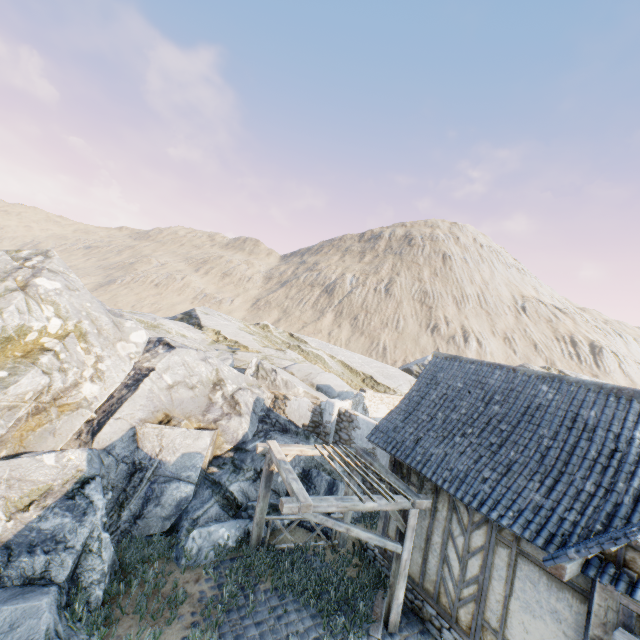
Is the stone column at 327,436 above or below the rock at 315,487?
above

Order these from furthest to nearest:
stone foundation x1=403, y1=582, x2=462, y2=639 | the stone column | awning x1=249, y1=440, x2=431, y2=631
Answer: the stone column → stone foundation x1=403, y1=582, x2=462, y2=639 → awning x1=249, y1=440, x2=431, y2=631

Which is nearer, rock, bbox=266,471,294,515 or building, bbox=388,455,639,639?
building, bbox=388,455,639,639

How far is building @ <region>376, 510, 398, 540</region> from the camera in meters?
9.0 m

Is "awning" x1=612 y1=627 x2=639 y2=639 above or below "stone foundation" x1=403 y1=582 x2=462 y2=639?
above

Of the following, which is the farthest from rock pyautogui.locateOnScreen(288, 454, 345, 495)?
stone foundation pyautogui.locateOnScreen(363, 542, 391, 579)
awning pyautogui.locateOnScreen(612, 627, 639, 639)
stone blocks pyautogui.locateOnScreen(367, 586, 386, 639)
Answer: awning pyautogui.locateOnScreen(612, 627, 639, 639)

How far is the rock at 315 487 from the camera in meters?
11.3 m

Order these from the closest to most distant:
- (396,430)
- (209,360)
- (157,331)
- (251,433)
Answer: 1. (396,430)
2. (251,433)
3. (209,360)
4. (157,331)
